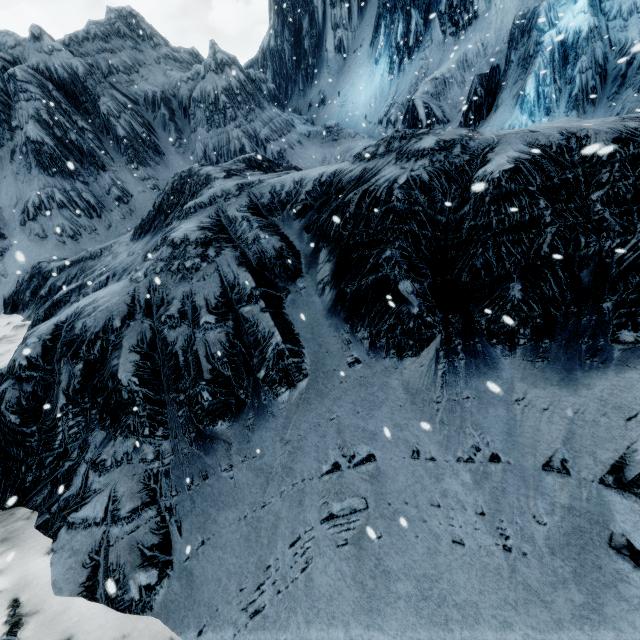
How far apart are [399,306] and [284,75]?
31.3m
